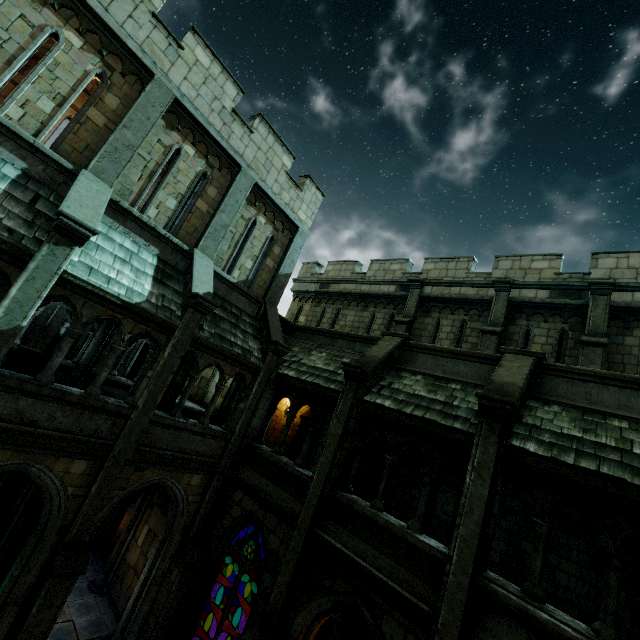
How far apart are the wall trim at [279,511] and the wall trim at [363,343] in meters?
5.0 m

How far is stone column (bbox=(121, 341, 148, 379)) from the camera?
16.4 meters

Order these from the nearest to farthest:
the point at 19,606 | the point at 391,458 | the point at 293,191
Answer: the point at 19,606 < the point at 391,458 < the point at 293,191

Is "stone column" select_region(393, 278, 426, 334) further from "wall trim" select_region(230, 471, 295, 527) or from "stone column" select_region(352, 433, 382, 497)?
"wall trim" select_region(230, 471, 295, 527)

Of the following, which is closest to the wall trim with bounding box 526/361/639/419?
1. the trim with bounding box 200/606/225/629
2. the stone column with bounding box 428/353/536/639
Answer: the stone column with bounding box 428/353/536/639

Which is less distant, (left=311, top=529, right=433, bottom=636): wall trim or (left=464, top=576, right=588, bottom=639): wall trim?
(left=464, top=576, right=588, bottom=639): wall trim

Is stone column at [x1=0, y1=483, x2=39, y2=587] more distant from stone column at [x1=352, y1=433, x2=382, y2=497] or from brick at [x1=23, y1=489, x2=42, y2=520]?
stone column at [x1=352, y1=433, x2=382, y2=497]

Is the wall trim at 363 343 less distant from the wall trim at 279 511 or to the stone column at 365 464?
the stone column at 365 464
